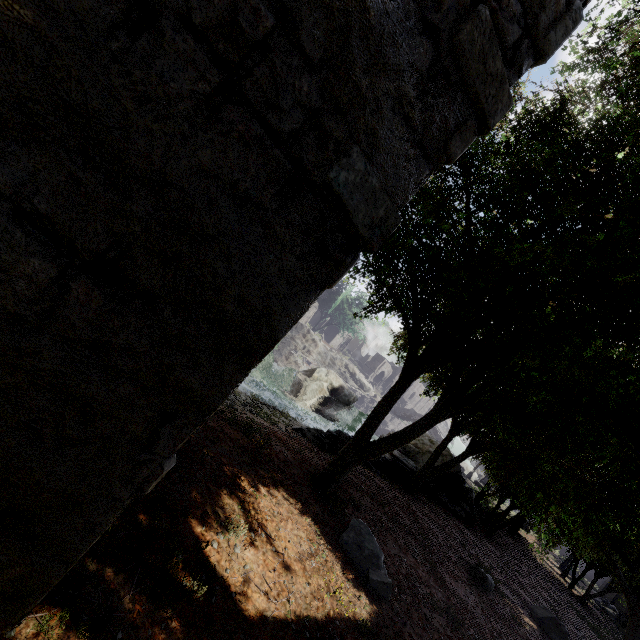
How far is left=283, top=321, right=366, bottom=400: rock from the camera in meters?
46.7

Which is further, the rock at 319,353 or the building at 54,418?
the rock at 319,353

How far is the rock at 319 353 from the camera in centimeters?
4669cm

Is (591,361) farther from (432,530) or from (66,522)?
(432,530)

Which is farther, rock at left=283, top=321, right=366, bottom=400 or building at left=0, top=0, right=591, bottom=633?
rock at left=283, top=321, right=366, bottom=400
